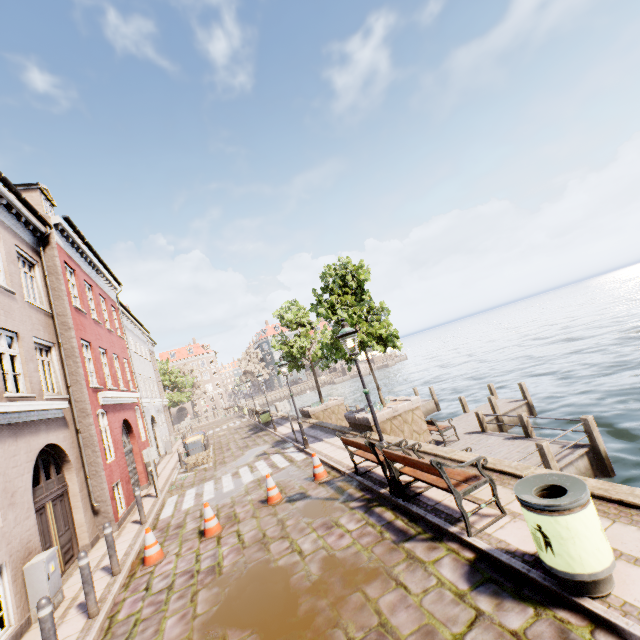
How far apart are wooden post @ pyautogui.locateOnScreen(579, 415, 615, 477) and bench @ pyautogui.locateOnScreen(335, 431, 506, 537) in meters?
6.1 m

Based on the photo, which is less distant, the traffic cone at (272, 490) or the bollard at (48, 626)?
the bollard at (48, 626)

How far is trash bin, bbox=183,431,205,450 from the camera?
18.1m

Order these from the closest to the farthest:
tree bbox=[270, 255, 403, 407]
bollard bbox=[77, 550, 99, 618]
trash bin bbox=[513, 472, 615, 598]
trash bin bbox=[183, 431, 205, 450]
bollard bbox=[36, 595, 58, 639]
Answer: trash bin bbox=[513, 472, 615, 598], bollard bbox=[36, 595, 58, 639], bollard bbox=[77, 550, 99, 618], tree bbox=[270, 255, 403, 407], trash bin bbox=[183, 431, 205, 450]

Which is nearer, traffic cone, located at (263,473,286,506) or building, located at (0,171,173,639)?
building, located at (0,171,173,639)

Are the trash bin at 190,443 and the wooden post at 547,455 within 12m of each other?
no

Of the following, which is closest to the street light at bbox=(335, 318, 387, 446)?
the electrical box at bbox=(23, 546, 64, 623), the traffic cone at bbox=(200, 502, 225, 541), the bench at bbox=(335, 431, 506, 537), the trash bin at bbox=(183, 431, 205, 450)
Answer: the bench at bbox=(335, 431, 506, 537)

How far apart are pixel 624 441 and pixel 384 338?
8.6 meters
